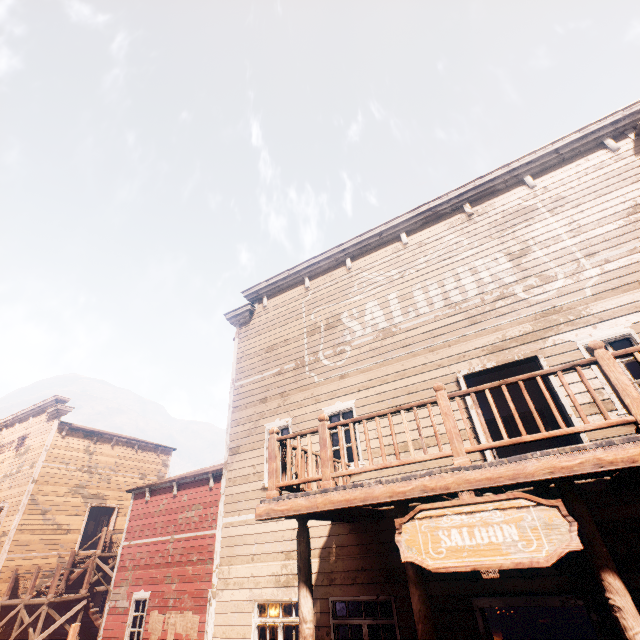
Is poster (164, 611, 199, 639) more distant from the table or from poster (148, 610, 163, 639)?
the table

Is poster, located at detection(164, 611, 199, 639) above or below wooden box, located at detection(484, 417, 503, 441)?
below

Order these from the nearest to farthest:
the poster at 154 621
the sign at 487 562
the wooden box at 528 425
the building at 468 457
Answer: the sign at 487 562 < the building at 468 457 < the wooden box at 528 425 < the poster at 154 621

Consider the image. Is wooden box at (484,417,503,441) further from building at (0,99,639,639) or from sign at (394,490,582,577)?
sign at (394,490,582,577)

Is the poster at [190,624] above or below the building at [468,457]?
below

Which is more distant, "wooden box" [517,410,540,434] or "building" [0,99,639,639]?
"wooden box" [517,410,540,434]

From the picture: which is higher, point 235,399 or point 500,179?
point 500,179

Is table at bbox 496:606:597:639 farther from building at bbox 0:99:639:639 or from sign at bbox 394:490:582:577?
sign at bbox 394:490:582:577
